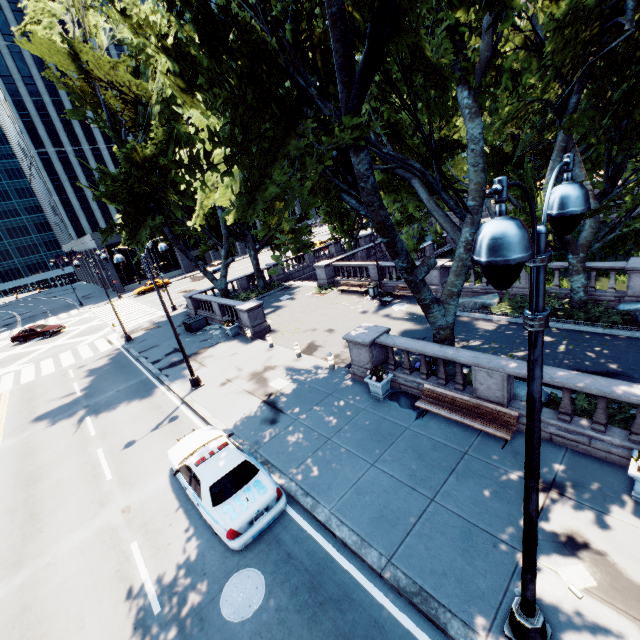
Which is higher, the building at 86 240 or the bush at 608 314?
the building at 86 240

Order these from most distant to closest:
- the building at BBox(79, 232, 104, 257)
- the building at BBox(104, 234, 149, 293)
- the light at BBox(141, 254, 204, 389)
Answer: the building at BBox(104, 234, 149, 293)
the building at BBox(79, 232, 104, 257)
the light at BBox(141, 254, 204, 389)

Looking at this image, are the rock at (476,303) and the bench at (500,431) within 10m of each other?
yes

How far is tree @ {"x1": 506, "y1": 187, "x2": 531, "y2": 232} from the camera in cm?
1126

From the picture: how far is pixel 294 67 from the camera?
7.4 meters

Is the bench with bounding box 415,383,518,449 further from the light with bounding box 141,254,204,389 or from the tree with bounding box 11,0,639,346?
the light with bounding box 141,254,204,389

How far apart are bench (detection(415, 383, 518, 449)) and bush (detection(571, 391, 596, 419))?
2.0 meters

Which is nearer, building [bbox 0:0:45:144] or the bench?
the bench
